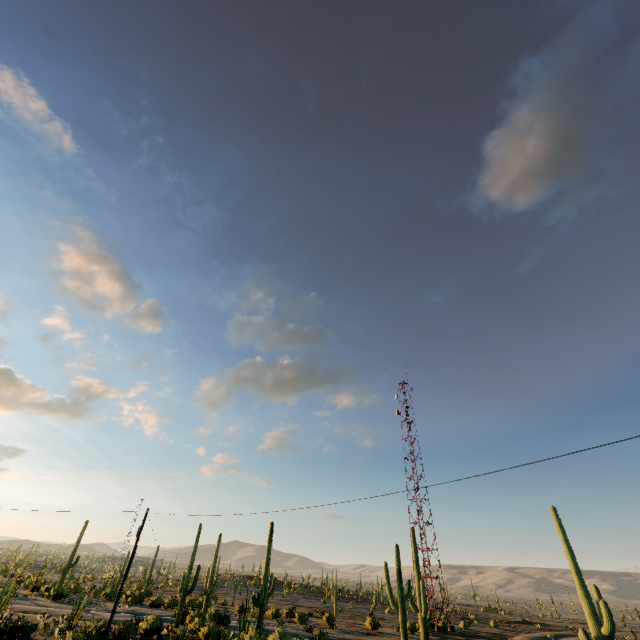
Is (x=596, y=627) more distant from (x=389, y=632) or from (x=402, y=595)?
(x=389, y=632)
